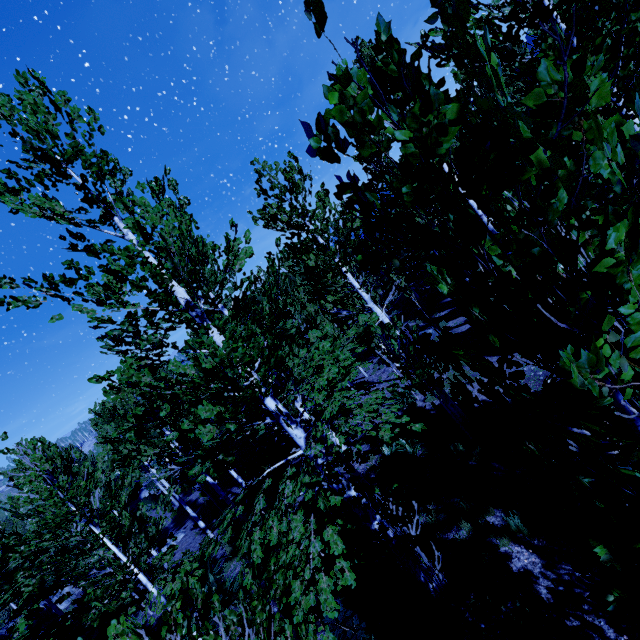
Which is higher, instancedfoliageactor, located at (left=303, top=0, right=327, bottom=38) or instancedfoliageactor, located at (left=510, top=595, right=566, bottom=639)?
instancedfoliageactor, located at (left=303, top=0, right=327, bottom=38)

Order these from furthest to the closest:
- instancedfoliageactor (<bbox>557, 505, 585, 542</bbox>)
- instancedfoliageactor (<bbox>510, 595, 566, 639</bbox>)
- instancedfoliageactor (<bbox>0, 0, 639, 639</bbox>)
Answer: instancedfoliageactor (<bbox>510, 595, 566, 639</bbox>)
instancedfoliageactor (<bbox>557, 505, 585, 542</bbox>)
instancedfoliageactor (<bbox>0, 0, 639, 639</bbox>)

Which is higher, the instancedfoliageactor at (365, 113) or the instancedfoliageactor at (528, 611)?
the instancedfoliageactor at (365, 113)

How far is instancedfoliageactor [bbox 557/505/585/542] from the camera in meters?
1.8

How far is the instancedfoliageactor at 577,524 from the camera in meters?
1.8 m

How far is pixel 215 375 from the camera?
4.0m

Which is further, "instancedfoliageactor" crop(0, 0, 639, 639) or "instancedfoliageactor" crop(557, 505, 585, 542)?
"instancedfoliageactor" crop(557, 505, 585, 542)
